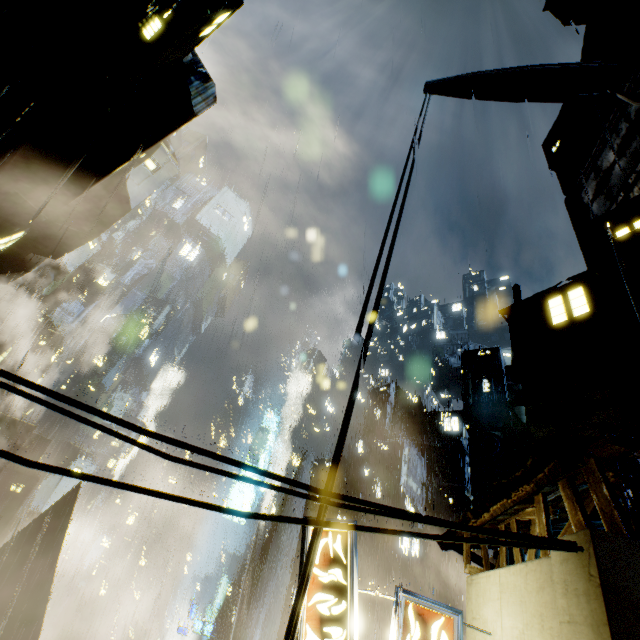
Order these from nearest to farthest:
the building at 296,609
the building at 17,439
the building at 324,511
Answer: the building at 296,609, the building at 324,511, the building at 17,439

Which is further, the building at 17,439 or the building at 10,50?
the building at 17,439

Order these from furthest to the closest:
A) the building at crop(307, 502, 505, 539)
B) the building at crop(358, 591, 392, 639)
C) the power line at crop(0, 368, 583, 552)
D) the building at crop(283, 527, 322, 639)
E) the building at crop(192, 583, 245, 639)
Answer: the building at crop(192, 583, 245, 639) → the building at crop(358, 591, 392, 639) → the building at crop(307, 502, 505, 539) → the building at crop(283, 527, 322, 639) → the power line at crop(0, 368, 583, 552)

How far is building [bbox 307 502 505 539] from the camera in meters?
9.1 m

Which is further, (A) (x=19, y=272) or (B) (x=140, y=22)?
(A) (x=19, y=272)

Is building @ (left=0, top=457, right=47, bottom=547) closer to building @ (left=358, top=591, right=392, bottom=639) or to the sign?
building @ (left=358, top=591, right=392, bottom=639)

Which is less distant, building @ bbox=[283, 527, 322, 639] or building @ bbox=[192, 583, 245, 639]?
building @ bbox=[283, 527, 322, 639]

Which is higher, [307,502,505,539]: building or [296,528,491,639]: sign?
[307,502,505,539]: building
